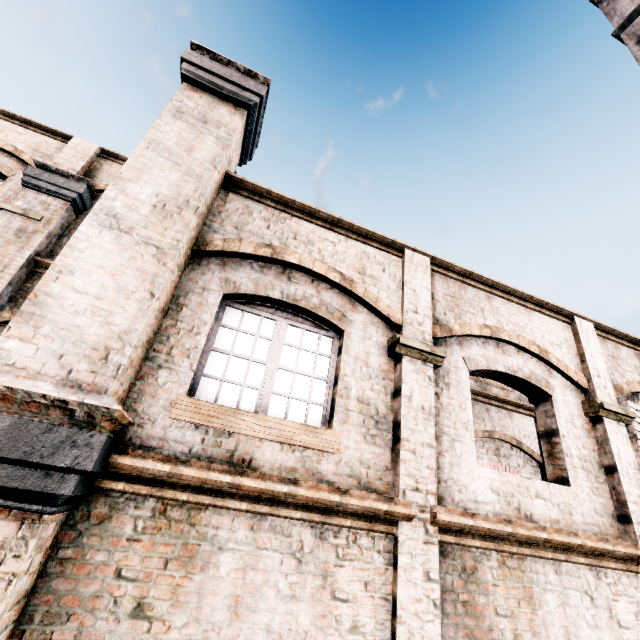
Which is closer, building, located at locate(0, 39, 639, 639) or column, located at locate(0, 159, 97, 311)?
building, located at locate(0, 39, 639, 639)

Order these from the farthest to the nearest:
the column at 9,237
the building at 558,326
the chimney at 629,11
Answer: the chimney at 629,11, the column at 9,237, the building at 558,326

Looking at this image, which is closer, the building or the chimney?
the building

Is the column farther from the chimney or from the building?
the chimney

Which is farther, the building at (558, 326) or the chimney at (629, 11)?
the chimney at (629, 11)

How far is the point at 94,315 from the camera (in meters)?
3.39

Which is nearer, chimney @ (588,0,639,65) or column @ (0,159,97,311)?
column @ (0,159,97,311)
